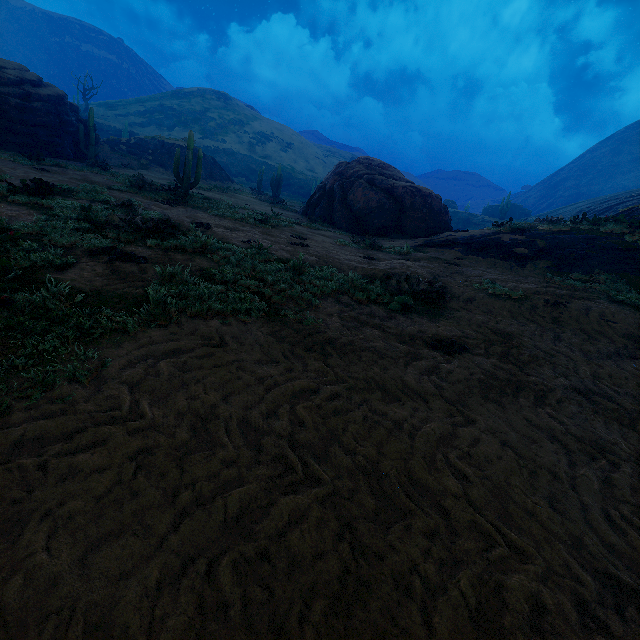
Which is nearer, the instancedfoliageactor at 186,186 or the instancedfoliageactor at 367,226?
the instancedfoliageactor at 186,186

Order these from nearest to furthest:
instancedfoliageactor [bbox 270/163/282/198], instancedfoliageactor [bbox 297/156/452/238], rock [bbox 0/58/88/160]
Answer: instancedfoliageactor [bbox 297/156/452/238] < rock [bbox 0/58/88/160] < instancedfoliageactor [bbox 270/163/282/198]

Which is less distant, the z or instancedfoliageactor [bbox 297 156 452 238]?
the z

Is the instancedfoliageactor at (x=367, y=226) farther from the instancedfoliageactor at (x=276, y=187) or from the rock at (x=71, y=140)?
the instancedfoliageactor at (x=276, y=187)

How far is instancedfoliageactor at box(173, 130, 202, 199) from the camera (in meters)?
14.45

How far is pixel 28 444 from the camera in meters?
2.0

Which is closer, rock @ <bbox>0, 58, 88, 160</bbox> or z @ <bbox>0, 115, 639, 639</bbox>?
z @ <bbox>0, 115, 639, 639</bbox>

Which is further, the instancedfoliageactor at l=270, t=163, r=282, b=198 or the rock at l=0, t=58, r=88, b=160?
the instancedfoliageactor at l=270, t=163, r=282, b=198
